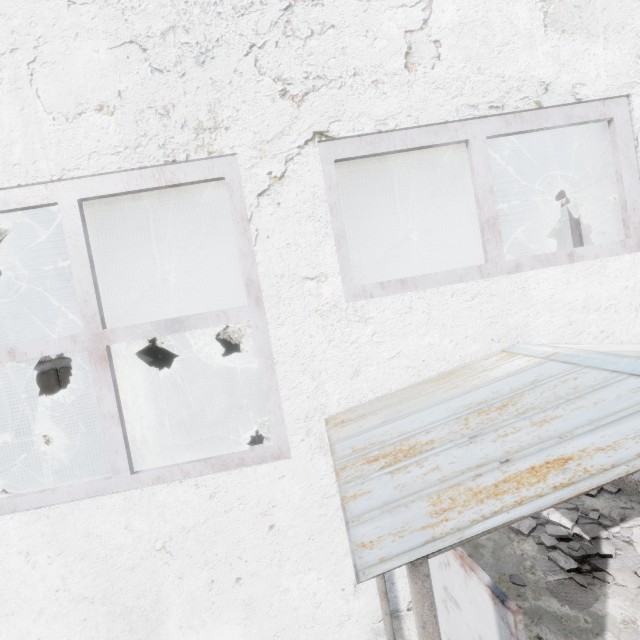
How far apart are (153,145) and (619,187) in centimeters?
394cm

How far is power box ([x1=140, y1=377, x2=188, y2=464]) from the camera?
9.0m

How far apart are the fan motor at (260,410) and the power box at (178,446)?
2.1m

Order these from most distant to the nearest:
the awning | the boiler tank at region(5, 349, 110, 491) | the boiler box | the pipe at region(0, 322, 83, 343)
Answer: the boiler box, the pipe at region(0, 322, 83, 343), the boiler tank at region(5, 349, 110, 491), the awning

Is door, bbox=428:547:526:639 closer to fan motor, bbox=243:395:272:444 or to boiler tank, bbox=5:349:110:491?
fan motor, bbox=243:395:272:444

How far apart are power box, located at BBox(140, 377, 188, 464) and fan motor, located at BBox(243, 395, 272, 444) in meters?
2.1

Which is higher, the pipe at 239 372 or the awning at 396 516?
the awning at 396 516

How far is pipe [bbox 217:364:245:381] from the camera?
19.02m
